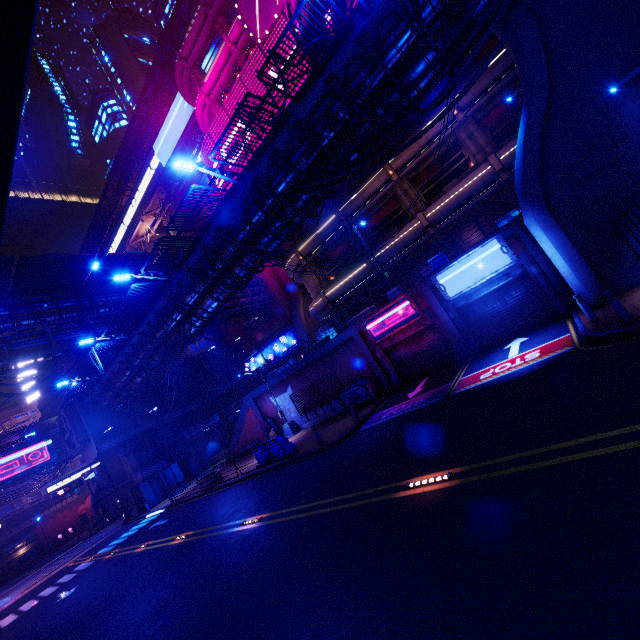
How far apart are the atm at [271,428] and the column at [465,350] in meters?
15.8

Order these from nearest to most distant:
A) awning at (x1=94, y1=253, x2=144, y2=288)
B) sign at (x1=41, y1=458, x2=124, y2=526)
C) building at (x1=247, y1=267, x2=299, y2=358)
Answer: awning at (x1=94, y1=253, x2=144, y2=288), sign at (x1=41, y1=458, x2=124, y2=526), building at (x1=247, y1=267, x2=299, y2=358)

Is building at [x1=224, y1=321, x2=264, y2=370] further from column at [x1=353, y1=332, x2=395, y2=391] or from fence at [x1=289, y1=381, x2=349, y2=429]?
column at [x1=353, y1=332, x2=395, y2=391]

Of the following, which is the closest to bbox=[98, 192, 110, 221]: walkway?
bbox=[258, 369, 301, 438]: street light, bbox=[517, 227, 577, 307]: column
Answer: bbox=[258, 369, 301, 438]: street light

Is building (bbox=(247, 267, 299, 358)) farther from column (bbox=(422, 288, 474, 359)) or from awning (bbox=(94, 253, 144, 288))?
column (bbox=(422, 288, 474, 359))

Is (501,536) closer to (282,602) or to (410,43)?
(282,602)

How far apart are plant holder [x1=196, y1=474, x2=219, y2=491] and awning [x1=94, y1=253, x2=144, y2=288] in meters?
17.6 m

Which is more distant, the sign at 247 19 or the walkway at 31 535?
the walkway at 31 535
